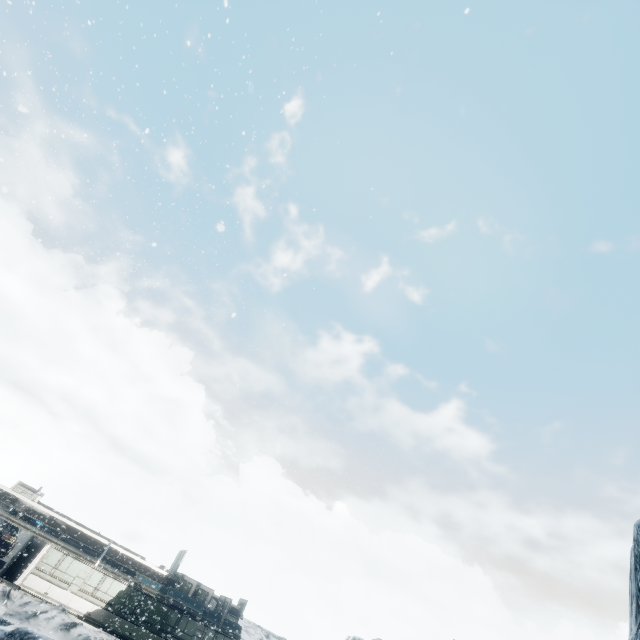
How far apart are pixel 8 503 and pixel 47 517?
3.18m
